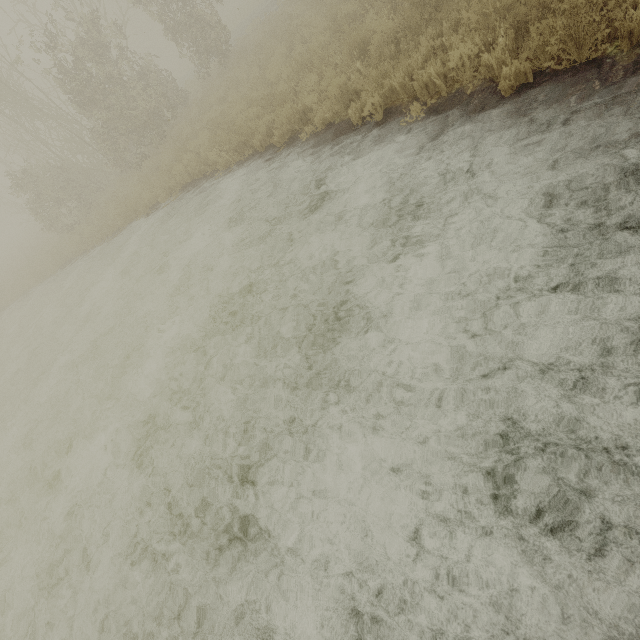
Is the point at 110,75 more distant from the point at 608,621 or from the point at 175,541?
the point at 608,621

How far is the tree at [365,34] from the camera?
6.9 meters

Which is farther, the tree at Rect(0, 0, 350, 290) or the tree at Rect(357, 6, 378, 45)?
the tree at Rect(0, 0, 350, 290)

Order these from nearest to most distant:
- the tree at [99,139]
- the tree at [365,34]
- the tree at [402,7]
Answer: the tree at [402,7] → the tree at [365,34] → the tree at [99,139]

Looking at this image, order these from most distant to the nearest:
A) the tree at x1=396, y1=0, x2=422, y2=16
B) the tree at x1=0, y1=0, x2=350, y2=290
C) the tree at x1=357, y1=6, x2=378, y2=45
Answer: the tree at x1=0, y1=0, x2=350, y2=290
the tree at x1=357, y1=6, x2=378, y2=45
the tree at x1=396, y1=0, x2=422, y2=16

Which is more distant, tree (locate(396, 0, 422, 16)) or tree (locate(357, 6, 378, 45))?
tree (locate(357, 6, 378, 45))

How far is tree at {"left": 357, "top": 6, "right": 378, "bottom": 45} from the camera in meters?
6.9 m
